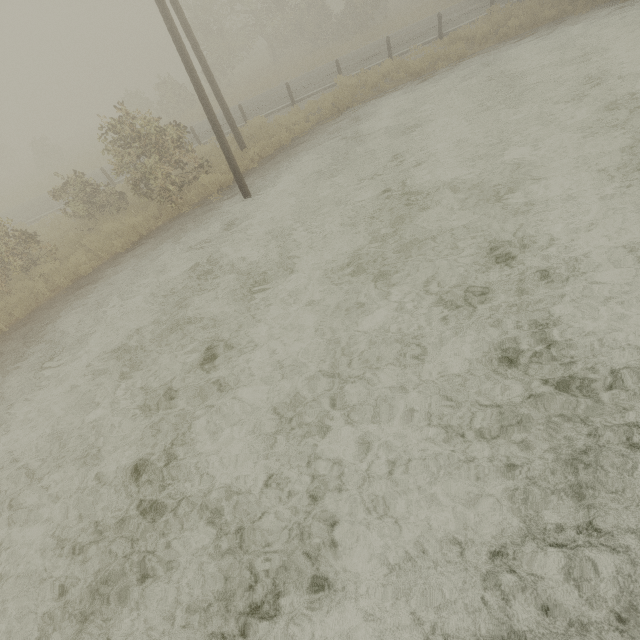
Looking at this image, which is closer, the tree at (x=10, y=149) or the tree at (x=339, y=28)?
the tree at (x=339, y=28)

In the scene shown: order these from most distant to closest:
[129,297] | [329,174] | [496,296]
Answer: [329,174] → [129,297] → [496,296]

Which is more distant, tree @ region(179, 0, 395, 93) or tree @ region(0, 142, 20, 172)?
tree @ region(0, 142, 20, 172)
